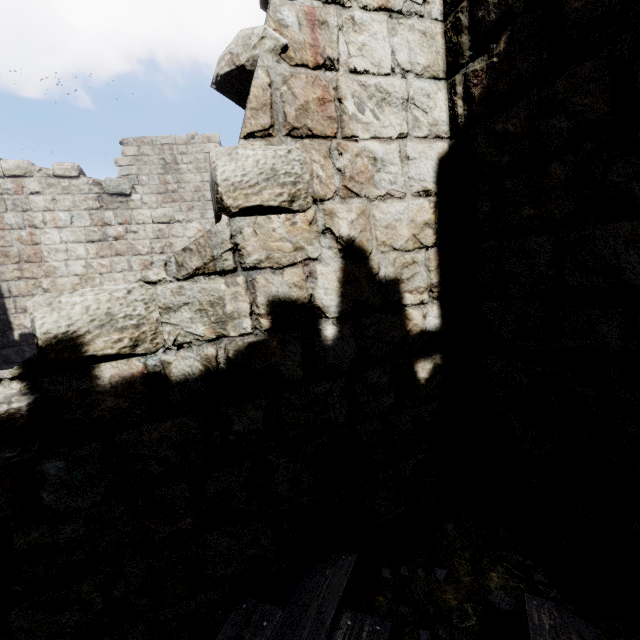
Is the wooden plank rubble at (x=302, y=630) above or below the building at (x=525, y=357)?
below

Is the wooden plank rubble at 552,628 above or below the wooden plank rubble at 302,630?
above

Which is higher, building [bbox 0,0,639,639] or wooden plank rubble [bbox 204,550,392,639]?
building [bbox 0,0,639,639]

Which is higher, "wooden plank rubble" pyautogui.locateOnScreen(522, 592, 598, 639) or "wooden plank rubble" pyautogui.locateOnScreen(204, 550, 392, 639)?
"wooden plank rubble" pyautogui.locateOnScreen(522, 592, 598, 639)

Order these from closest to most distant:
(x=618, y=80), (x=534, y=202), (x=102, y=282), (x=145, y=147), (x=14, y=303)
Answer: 1. (x=618, y=80)
2. (x=534, y=202)
3. (x=14, y=303)
4. (x=102, y=282)
5. (x=145, y=147)
